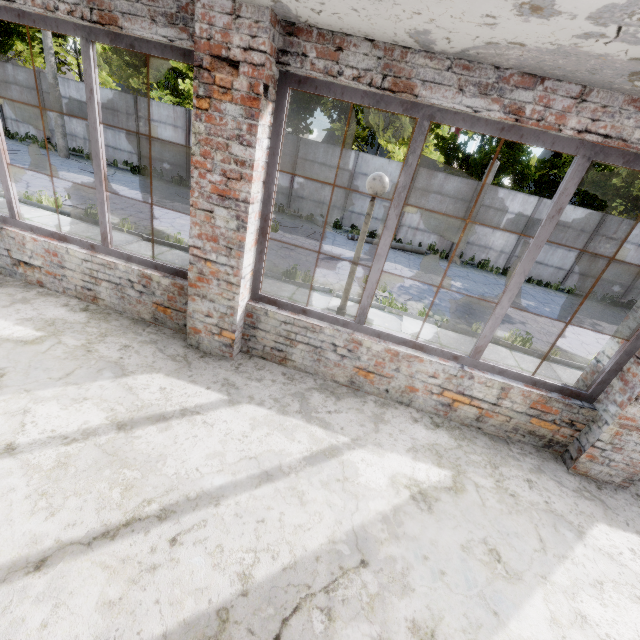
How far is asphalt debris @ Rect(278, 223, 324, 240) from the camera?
14.2 meters

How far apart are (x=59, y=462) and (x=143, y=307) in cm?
207

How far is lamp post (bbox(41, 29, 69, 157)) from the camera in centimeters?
1514cm

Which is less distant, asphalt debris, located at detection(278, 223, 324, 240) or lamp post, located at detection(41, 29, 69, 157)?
asphalt debris, located at detection(278, 223, 324, 240)

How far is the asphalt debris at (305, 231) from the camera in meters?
14.2 m

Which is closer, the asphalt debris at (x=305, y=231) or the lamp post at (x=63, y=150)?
the asphalt debris at (x=305, y=231)

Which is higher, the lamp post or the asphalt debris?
the lamp post
